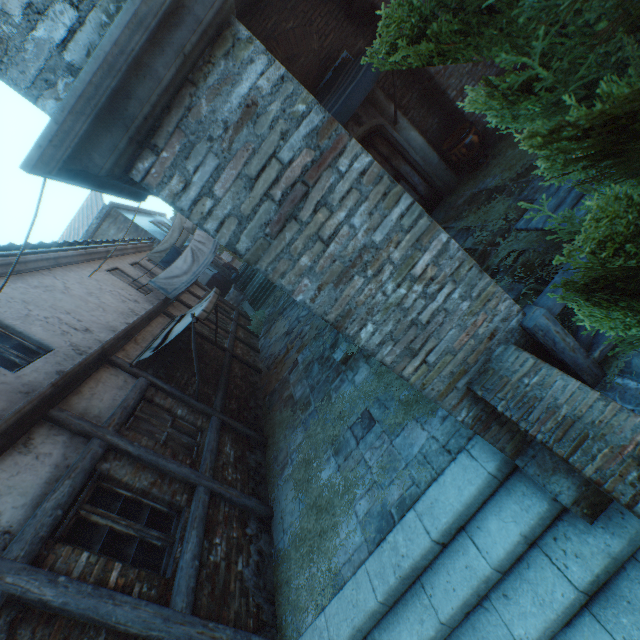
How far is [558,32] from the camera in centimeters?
113cm

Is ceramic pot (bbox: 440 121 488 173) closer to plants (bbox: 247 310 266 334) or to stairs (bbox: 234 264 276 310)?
plants (bbox: 247 310 266 334)

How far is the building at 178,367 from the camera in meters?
7.1 m

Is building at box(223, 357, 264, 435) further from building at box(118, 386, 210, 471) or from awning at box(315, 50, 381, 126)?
awning at box(315, 50, 381, 126)

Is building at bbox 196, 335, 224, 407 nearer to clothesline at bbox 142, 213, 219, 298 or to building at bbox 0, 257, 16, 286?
building at bbox 0, 257, 16, 286

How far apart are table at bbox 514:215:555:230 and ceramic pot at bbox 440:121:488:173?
3.2m

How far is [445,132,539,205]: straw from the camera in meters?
5.8

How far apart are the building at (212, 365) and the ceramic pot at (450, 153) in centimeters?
761cm
